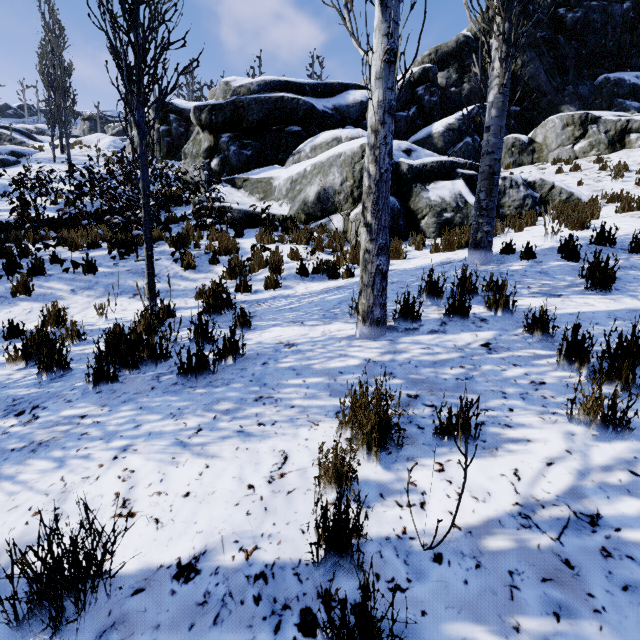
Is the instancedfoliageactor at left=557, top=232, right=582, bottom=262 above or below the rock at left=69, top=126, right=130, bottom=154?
below

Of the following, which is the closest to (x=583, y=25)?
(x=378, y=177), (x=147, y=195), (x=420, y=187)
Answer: (x=420, y=187)

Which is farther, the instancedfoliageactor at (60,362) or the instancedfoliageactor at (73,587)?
the instancedfoliageactor at (60,362)

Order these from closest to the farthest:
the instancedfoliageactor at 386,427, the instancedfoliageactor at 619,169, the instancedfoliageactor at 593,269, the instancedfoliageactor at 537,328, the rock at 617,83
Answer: the instancedfoliageactor at 386,427 < the instancedfoliageactor at 537,328 < the instancedfoliageactor at 593,269 < the instancedfoliageactor at 619,169 < the rock at 617,83

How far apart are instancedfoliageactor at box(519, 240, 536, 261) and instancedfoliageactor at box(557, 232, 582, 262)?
0.4m

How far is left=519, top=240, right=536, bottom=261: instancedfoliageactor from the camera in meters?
4.9 m

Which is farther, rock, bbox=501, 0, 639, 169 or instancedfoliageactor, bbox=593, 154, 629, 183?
rock, bbox=501, 0, 639, 169

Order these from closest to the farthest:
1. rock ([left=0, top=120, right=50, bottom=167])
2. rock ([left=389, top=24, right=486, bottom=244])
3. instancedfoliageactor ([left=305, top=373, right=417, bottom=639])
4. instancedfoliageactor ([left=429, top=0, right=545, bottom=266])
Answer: instancedfoliageactor ([left=305, top=373, right=417, bottom=639])
instancedfoliageactor ([left=429, top=0, right=545, bottom=266])
rock ([left=389, top=24, right=486, bottom=244])
rock ([left=0, top=120, right=50, bottom=167])
